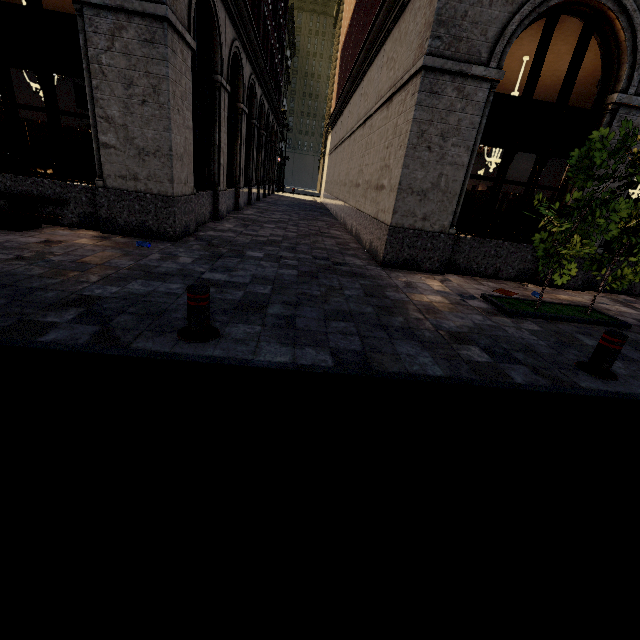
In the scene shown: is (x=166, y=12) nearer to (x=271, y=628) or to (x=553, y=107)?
(x=553, y=107)

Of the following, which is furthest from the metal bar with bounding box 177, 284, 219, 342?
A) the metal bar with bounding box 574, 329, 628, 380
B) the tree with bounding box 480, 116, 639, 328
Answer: the tree with bounding box 480, 116, 639, 328

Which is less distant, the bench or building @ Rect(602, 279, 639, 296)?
the bench

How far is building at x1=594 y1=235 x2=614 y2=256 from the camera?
8.2 meters

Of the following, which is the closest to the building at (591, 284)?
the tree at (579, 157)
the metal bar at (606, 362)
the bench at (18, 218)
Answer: the bench at (18, 218)

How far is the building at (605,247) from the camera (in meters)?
8.19

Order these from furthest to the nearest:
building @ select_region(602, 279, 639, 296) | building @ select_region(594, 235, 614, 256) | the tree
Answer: building @ select_region(602, 279, 639, 296), building @ select_region(594, 235, 614, 256), the tree

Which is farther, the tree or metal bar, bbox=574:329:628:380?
the tree
